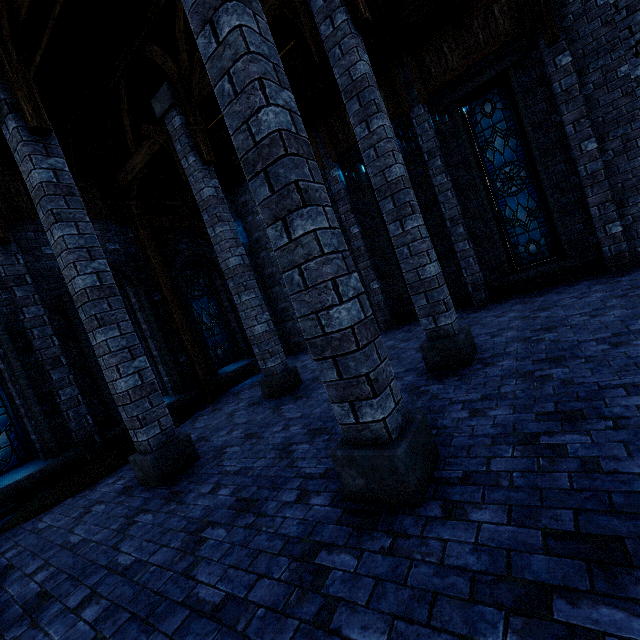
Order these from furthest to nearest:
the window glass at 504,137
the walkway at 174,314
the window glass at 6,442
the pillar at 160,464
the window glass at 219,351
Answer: the window glass at 219,351 < the walkway at 174,314 < the window glass at 504,137 < the window glass at 6,442 < the pillar at 160,464

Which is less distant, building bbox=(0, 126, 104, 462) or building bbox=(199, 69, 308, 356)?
building bbox=(0, 126, 104, 462)

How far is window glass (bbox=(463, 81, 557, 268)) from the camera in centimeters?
823cm

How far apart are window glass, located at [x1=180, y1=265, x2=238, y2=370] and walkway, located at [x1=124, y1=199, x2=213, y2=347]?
0.7m

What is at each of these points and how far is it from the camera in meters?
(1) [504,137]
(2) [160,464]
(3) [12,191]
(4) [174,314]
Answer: (1) window glass, 8.3 m
(2) pillar, 4.8 m
(3) building, 7.3 m
(4) walkway, 9.3 m

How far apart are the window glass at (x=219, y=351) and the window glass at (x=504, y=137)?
9.24m

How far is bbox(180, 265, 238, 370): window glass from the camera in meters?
10.9

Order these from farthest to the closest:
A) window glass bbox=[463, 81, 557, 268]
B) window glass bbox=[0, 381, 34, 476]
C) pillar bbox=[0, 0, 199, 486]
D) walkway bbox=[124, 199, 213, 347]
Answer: walkway bbox=[124, 199, 213, 347] → window glass bbox=[463, 81, 557, 268] → window glass bbox=[0, 381, 34, 476] → pillar bbox=[0, 0, 199, 486]
